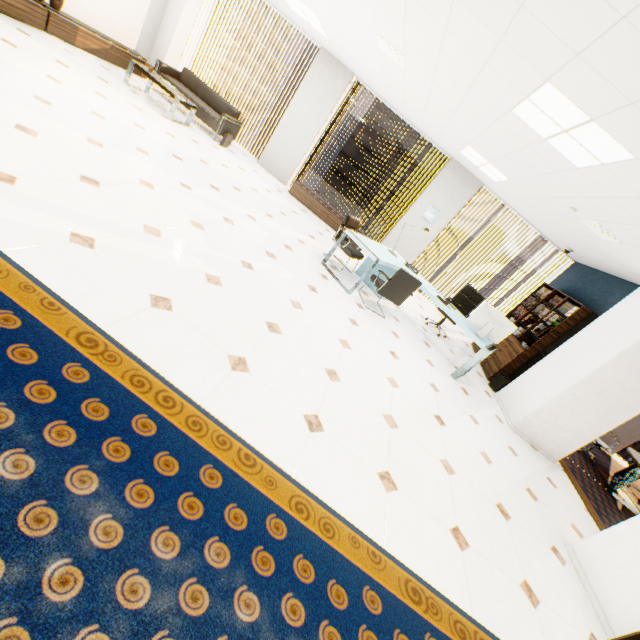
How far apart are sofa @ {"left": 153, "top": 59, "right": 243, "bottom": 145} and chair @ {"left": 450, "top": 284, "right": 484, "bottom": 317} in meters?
6.3

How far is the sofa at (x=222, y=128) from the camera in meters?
7.3

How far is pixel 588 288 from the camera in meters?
6.7

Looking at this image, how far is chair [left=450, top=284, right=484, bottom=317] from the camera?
6.9 meters

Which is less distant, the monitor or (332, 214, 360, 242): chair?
the monitor

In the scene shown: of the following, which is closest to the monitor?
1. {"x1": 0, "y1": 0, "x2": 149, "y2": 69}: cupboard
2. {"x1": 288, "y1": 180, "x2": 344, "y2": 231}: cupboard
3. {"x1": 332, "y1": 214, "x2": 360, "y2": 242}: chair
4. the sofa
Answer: {"x1": 332, "y1": 214, "x2": 360, "y2": 242}: chair

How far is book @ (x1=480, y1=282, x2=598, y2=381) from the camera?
6.02m

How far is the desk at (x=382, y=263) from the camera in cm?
519
